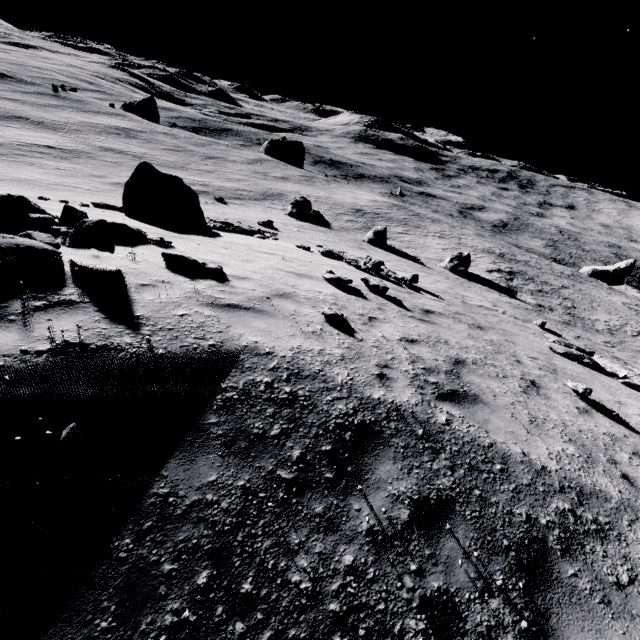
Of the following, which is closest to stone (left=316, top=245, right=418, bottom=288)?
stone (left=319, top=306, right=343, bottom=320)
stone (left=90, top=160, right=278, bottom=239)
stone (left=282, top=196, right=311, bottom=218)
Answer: stone (left=90, top=160, right=278, bottom=239)

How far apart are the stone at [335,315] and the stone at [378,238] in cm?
2861

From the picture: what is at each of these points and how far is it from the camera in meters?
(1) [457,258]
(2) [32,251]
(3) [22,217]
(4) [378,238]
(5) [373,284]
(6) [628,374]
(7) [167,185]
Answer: (1) stone, 32.3 m
(2) stone, 4.5 m
(3) stone, 6.3 m
(4) stone, 33.7 m
(5) stone, 10.7 m
(6) stone, 11.8 m
(7) stone, 14.1 m

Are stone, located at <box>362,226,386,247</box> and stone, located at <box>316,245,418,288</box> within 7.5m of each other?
no

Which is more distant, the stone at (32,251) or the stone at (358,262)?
the stone at (358,262)

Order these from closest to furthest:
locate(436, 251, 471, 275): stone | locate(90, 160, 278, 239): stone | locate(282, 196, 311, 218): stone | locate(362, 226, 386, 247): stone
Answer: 1. locate(90, 160, 278, 239): stone
2. locate(436, 251, 471, 275): stone
3. locate(362, 226, 386, 247): stone
4. locate(282, 196, 311, 218): stone

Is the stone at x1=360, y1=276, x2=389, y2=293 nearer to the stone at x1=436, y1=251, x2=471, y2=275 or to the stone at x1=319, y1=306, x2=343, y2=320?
the stone at x1=319, y1=306, x2=343, y2=320

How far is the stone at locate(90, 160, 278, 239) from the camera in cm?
1366
